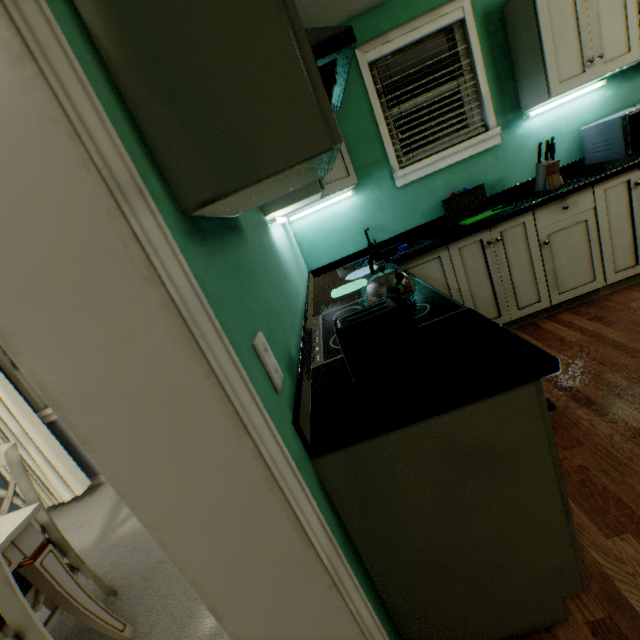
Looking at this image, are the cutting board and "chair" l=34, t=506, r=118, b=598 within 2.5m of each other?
no

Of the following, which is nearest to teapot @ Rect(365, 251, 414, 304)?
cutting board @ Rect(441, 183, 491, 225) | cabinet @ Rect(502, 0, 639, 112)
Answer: cutting board @ Rect(441, 183, 491, 225)

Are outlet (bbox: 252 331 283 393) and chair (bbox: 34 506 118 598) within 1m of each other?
no

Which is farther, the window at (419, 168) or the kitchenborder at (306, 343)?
the window at (419, 168)

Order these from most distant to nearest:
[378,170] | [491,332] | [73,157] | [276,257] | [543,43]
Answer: [378,170]
[543,43]
[276,257]
[491,332]
[73,157]

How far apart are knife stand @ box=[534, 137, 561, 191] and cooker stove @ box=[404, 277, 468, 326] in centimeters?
150cm

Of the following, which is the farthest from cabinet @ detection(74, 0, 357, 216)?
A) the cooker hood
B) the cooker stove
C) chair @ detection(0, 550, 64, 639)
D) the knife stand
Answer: the knife stand

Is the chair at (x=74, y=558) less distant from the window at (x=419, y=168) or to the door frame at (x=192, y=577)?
the door frame at (x=192, y=577)
